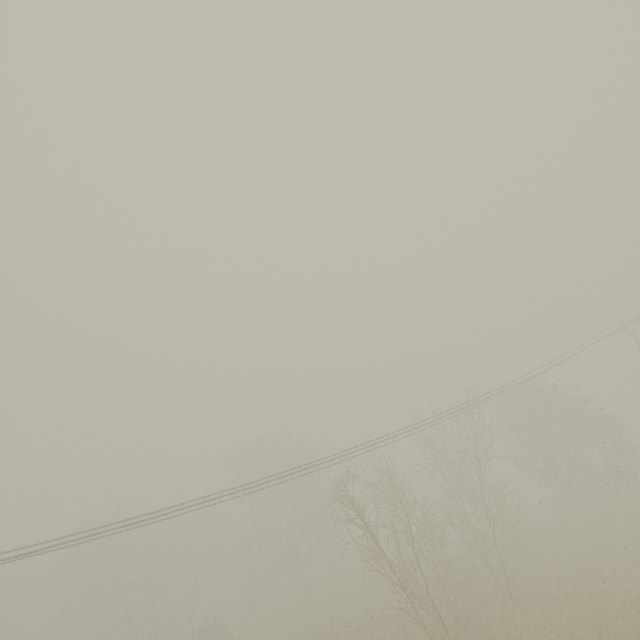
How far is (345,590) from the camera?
31.6 meters
